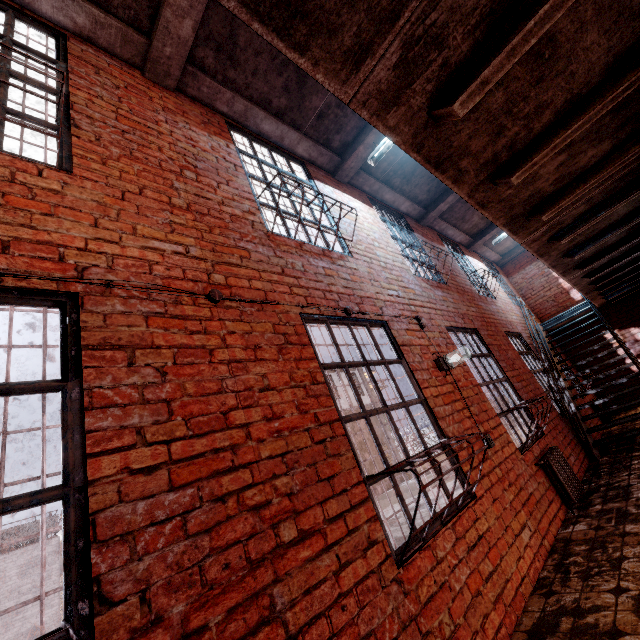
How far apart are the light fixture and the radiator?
1.7 meters

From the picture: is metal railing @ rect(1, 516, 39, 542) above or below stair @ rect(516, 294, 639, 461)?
above

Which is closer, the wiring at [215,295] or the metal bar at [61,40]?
the wiring at [215,295]

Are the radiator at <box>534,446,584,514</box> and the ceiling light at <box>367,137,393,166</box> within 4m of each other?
no

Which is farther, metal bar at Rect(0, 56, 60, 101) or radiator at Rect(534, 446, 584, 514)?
radiator at Rect(534, 446, 584, 514)

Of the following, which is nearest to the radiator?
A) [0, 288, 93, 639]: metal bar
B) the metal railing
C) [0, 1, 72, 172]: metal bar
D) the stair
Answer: the stair

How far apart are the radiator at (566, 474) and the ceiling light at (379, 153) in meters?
4.9

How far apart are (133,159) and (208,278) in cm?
123
